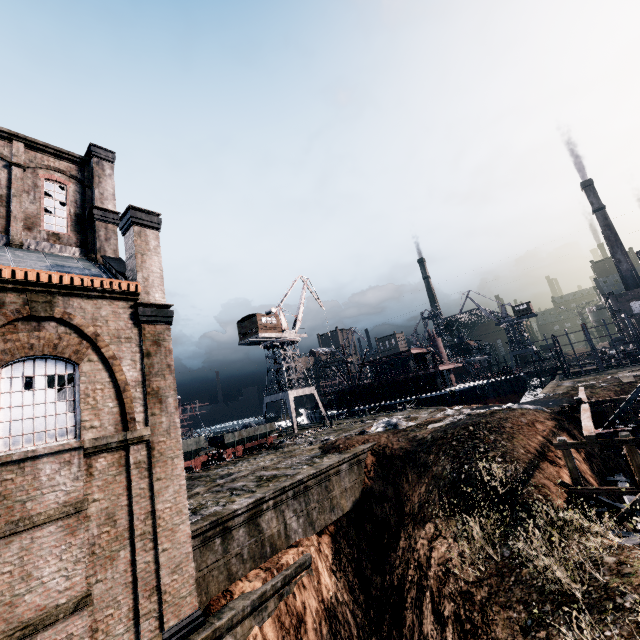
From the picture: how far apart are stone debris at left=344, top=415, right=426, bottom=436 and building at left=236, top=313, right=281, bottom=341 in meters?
23.3 m

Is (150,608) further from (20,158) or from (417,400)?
(417,400)

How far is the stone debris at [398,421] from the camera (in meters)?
25.61

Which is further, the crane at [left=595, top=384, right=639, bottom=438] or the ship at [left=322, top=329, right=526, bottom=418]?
the ship at [left=322, top=329, right=526, bottom=418]

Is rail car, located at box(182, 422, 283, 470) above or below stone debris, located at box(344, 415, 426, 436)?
above

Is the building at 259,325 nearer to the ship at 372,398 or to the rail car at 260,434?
the rail car at 260,434

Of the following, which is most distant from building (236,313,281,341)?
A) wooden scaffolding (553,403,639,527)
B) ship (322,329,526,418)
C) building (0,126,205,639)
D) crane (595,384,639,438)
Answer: crane (595,384,639,438)

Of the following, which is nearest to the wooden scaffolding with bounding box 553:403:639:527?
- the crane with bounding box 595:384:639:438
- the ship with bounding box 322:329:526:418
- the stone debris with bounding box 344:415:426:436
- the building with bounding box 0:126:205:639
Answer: the crane with bounding box 595:384:639:438
